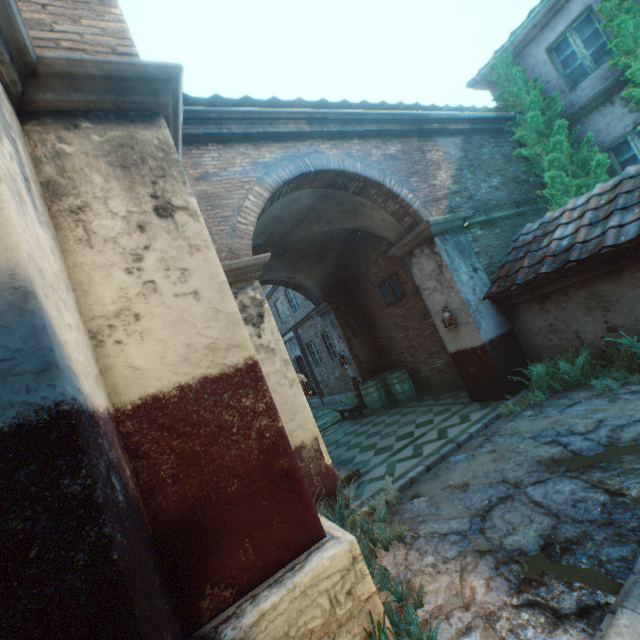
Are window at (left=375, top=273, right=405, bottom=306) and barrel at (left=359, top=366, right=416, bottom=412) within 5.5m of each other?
yes

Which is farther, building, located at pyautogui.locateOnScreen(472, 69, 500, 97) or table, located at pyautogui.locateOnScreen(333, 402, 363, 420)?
Result: table, located at pyautogui.locateOnScreen(333, 402, 363, 420)

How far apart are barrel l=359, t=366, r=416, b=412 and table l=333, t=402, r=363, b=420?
0.1 meters

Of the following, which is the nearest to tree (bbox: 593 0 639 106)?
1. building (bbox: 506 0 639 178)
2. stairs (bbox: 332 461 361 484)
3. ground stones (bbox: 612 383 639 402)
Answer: building (bbox: 506 0 639 178)

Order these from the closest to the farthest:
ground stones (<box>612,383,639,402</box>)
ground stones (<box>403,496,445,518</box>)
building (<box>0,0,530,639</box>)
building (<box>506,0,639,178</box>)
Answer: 1. building (<box>0,0,530,639</box>)
2. ground stones (<box>403,496,445,518</box>)
3. ground stones (<box>612,383,639,402</box>)
4. building (<box>506,0,639,178</box>)

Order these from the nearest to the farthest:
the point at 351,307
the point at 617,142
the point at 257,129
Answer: the point at 257,129 → the point at 617,142 → the point at 351,307

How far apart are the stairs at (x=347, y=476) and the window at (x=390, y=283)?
4.9 meters

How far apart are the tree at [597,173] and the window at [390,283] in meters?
4.1
